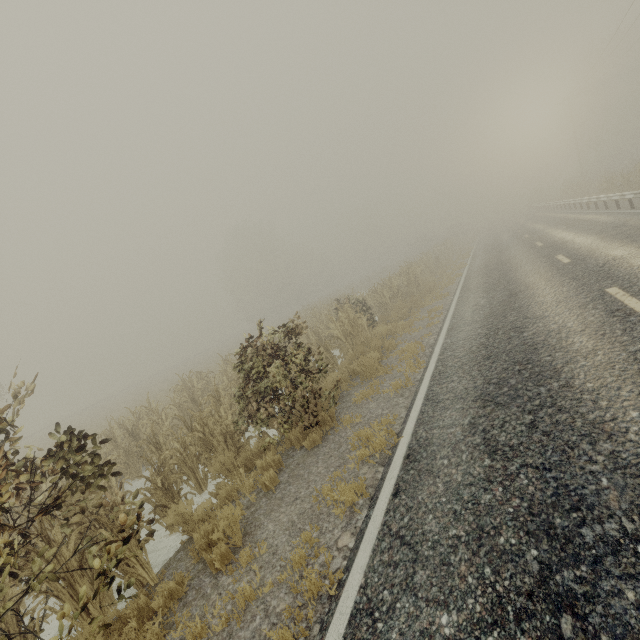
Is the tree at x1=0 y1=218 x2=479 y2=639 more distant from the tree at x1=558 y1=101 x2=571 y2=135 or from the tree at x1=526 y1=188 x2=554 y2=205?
the tree at x1=558 y1=101 x2=571 y2=135

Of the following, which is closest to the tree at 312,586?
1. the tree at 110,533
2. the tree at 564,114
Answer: the tree at 110,533

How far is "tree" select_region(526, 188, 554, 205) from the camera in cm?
5229

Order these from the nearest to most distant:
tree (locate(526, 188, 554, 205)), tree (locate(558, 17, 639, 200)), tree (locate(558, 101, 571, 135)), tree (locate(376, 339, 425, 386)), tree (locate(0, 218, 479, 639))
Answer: tree (locate(0, 218, 479, 639)) → tree (locate(376, 339, 425, 386)) → tree (locate(558, 17, 639, 200)) → tree (locate(526, 188, 554, 205)) → tree (locate(558, 101, 571, 135))

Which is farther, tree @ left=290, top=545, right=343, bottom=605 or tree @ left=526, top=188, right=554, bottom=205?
tree @ left=526, top=188, right=554, bottom=205

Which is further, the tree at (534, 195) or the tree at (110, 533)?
the tree at (534, 195)

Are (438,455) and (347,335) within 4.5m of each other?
no

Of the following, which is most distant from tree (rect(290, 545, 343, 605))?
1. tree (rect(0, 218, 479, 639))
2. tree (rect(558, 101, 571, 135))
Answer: tree (rect(558, 101, 571, 135))
